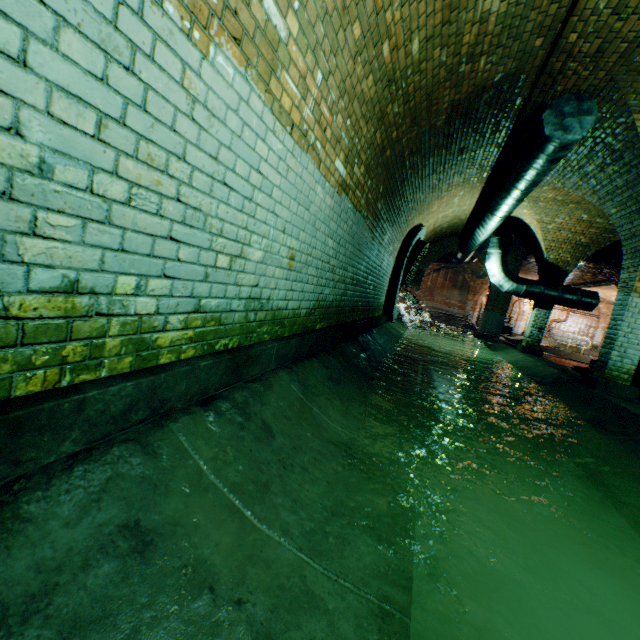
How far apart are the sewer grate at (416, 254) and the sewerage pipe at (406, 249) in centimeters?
1cm

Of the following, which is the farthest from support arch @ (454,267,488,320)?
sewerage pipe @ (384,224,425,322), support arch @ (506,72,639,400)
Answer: support arch @ (506,72,639,400)

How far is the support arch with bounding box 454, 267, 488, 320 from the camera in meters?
27.9

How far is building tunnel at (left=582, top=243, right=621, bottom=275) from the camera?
11.7m

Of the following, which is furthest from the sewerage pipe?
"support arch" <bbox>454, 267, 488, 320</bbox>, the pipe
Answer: "support arch" <bbox>454, 267, 488, 320</bbox>

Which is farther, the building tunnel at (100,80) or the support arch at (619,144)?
the support arch at (619,144)

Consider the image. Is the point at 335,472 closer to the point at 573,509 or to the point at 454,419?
the point at 573,509
